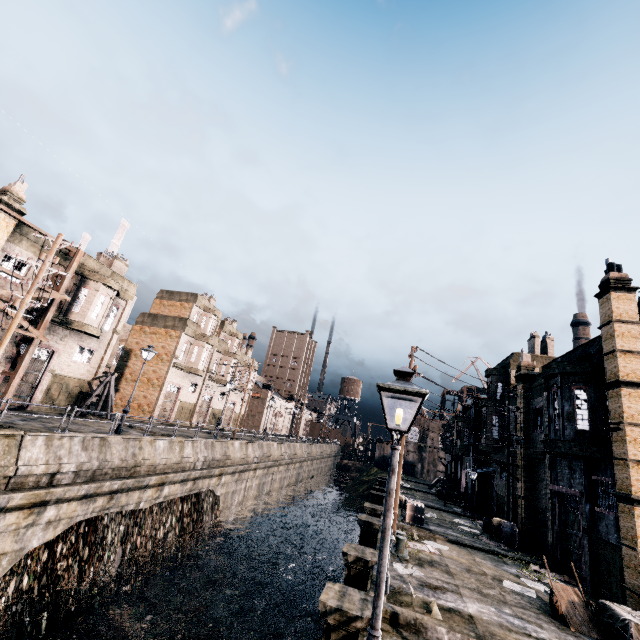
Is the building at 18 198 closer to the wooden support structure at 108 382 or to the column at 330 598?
the wooden support structure at 108 382

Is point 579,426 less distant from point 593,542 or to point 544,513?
point 593,542

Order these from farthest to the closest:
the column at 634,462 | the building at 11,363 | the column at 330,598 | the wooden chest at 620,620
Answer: the building at 11,363 < the column at 634,462 < the wooden chest at 620,620 < the column at 330,598

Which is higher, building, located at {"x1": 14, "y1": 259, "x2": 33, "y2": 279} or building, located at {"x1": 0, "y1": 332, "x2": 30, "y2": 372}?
building, located at {"x1": 14, "y1": 259, "x2": 33, "y2": 279}

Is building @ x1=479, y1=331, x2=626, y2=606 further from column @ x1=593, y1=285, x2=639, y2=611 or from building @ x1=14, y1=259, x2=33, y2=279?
building @ x1=14, y1=259, x2=33, y2=279

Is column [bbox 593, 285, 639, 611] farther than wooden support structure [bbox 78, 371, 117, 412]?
No

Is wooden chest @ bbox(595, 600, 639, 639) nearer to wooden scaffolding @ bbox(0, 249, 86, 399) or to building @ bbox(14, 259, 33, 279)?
wooden scaffolding @ bbox(0, 249, 86, 399)

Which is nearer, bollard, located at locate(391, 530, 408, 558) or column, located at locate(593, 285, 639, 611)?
column, located at locate(593, 285, 639, 611)
